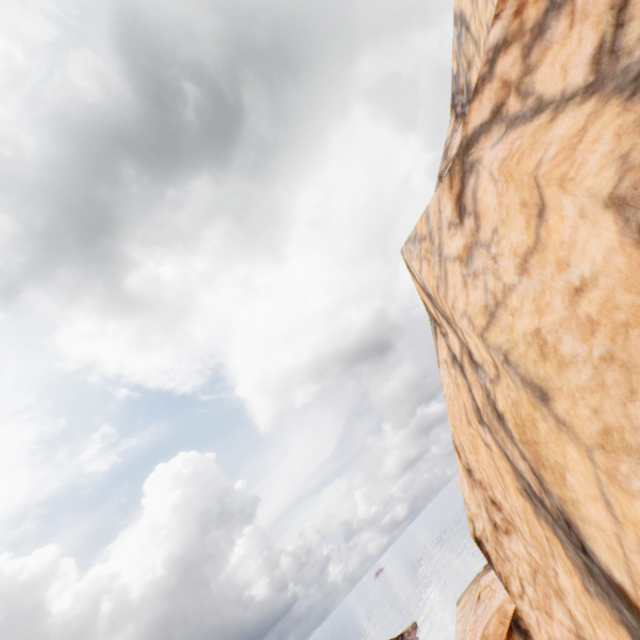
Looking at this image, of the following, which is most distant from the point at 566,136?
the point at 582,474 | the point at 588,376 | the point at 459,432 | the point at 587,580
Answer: the point at 459,432
